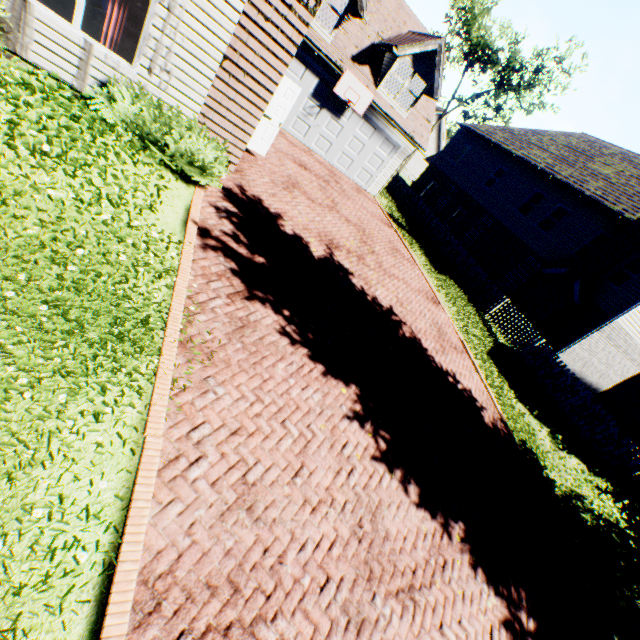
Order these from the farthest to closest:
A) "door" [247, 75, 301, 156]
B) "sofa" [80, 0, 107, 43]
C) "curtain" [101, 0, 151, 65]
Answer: "door" [247, 75, 301, 156] < "sofa" [80, 0, 107, 43] < "curtain" [101, 0, 151, 65]

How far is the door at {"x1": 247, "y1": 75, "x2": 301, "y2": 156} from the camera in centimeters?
921cm

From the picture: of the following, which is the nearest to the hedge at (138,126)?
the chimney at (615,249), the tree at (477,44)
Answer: the tree at (477,44)

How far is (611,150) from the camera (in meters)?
21.00

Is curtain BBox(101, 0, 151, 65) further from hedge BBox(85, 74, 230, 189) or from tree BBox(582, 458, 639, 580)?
tree BBox(582, 458, 639, 580)

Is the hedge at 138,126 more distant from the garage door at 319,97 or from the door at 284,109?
the garage door at 319,97

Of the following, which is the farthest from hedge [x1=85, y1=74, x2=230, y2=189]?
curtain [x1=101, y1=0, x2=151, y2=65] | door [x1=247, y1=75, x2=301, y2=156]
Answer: door [x1=247, y1=75, x2=301, y2=156]

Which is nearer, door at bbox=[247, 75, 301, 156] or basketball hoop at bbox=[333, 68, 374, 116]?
door at bbox=[247, 75, 301, 156]
